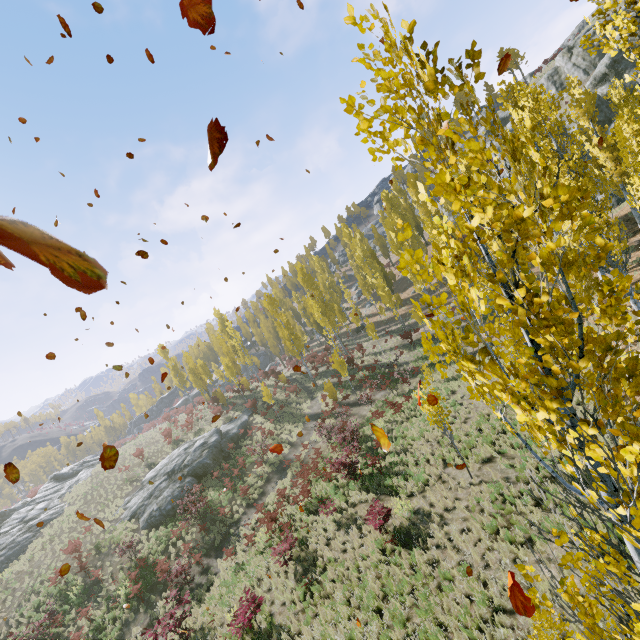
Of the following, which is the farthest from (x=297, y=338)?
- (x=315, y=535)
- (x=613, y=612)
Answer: (x=613, y=612)

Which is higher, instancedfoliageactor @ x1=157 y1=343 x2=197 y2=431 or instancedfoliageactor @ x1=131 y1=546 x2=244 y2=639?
instancedfoliageactor @ x1=157 y1=343 x2=197 y2=431

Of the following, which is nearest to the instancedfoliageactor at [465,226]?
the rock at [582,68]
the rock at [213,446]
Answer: the rock at [213,446]

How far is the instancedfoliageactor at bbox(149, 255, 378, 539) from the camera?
22.3m

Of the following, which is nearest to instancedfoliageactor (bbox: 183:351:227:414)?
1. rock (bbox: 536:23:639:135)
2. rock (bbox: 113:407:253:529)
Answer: rock (bbox: 113:407:253:529)

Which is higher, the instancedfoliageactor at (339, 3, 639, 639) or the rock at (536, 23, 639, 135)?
the rock at (536, 23, 639, 135)

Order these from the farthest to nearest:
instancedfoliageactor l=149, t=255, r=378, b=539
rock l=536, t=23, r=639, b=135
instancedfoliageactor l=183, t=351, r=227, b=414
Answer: instancedfoliageactor l=183, t=351, r=227, b=414, rock l=536, t=23, r=639, b=135, instancedfoliageactor l=149, t=255, r=378, b=539
